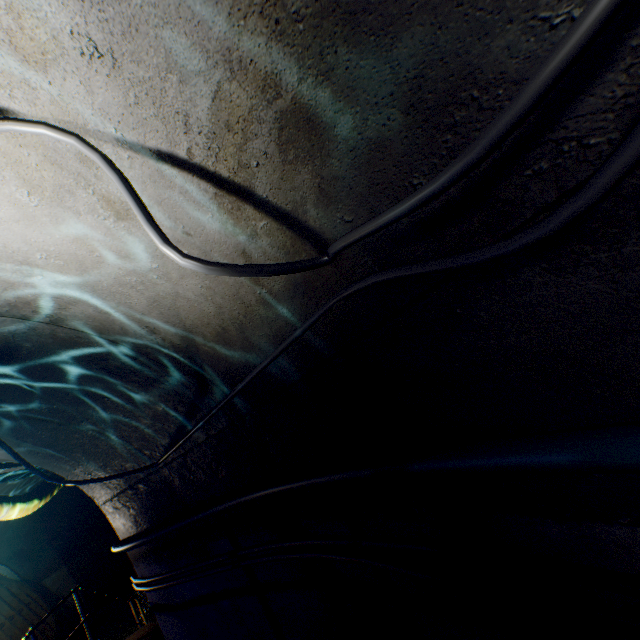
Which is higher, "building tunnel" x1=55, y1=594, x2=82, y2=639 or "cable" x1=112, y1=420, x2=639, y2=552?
"cable" x1=112, y1=420, x2=639, y2=552

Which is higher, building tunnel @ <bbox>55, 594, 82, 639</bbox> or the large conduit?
the large conduit

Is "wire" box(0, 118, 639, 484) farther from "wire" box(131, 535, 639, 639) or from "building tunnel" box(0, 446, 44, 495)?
"wire" box(131, 535, 639, 639)

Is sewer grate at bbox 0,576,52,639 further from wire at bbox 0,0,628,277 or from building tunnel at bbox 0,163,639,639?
wire at bbox 0,0,628,277

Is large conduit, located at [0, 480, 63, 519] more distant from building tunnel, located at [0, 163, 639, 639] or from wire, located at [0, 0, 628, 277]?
wire, located at [0, 0, 628, 277]

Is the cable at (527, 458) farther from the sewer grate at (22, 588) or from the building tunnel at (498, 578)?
the sewer grate at (22, 588)

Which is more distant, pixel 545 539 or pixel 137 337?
pixel 137 337

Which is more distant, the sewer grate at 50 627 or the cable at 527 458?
the sewer grate at 50 627
